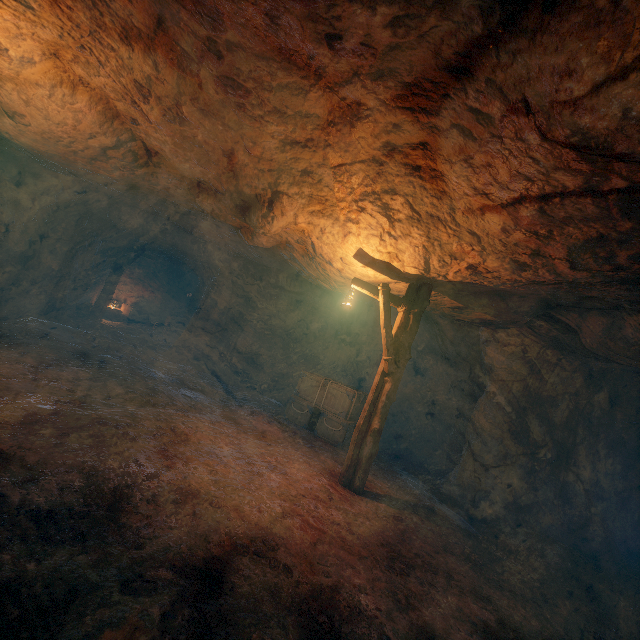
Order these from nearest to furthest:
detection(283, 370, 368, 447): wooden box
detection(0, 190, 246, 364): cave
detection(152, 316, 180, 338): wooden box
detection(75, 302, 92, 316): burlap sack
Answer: detection(283, 370, 368, 447): wooden box, detection(0, 190, 246, 364): cave, detection(75, 302, 92, 316): burlap sack, detection(152, 316, 180, 338): wooden box

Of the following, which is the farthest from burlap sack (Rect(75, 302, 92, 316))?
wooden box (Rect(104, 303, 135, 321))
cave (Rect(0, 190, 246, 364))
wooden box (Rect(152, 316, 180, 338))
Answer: wooden box (Rect(104, 303, 135, 321))

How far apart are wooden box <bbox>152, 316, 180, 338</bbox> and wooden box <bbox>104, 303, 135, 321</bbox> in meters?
1.6

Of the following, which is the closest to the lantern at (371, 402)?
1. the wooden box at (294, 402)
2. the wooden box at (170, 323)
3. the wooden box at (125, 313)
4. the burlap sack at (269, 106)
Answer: the burlap sack at (269, 106)

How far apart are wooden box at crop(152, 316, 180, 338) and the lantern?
16.7 meters

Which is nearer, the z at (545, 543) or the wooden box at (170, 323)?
the z at (545, 543)

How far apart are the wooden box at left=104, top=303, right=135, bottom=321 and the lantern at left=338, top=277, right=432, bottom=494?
18.2 meters

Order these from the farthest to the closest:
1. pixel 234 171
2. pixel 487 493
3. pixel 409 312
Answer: pixel 487 493 < pixel 409 312 < pixel 234 171
